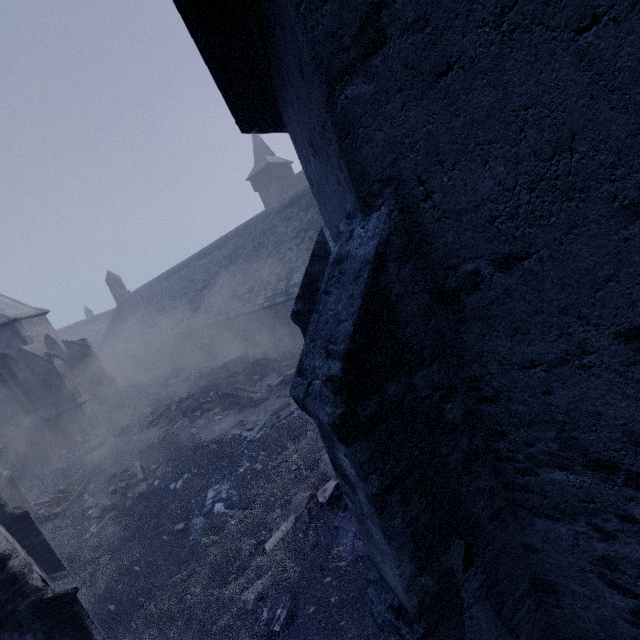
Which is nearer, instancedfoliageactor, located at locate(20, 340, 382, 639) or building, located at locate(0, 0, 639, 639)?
building, located at locate(0, 0, 639, 639)

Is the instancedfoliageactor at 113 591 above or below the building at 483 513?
below

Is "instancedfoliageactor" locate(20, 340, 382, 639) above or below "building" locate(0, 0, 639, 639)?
below

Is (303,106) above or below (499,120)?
above

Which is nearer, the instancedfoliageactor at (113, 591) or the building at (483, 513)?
the building at (483, 513)
